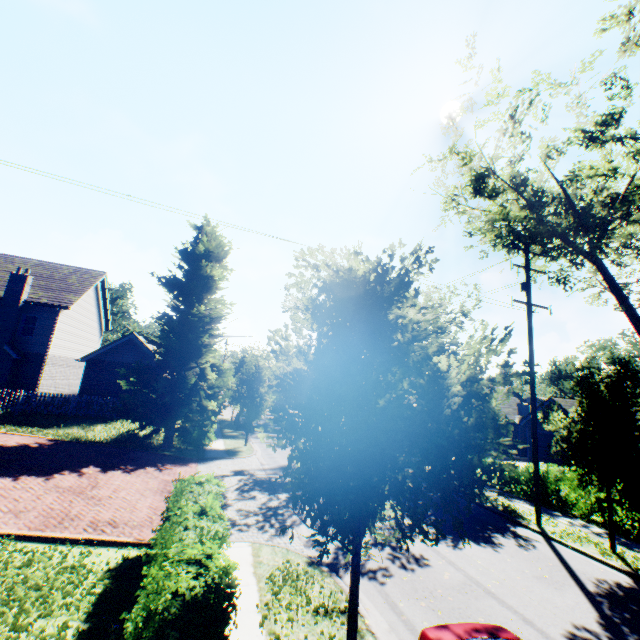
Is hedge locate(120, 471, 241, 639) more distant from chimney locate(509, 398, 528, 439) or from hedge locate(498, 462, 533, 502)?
chimney locate(509, 398, 528, 439)

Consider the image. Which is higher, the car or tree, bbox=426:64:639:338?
tree, bbox=426:64:639:338

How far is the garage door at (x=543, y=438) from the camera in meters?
24.6 m

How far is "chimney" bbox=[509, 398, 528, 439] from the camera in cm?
3240

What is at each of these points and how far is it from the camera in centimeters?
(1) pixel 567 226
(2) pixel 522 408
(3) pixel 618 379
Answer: (1) tree, 1822cm
(2) chimney, 3291cm
(3) tree, 1079cm

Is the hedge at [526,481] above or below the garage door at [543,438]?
below

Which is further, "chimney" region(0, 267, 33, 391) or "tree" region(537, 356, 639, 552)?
"chimney" region(0, 267, 33, 391)

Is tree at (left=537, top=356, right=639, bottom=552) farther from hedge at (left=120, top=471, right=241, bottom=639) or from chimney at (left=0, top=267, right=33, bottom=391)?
chimney at (left=0, top=267, right=33, bottom=391)
